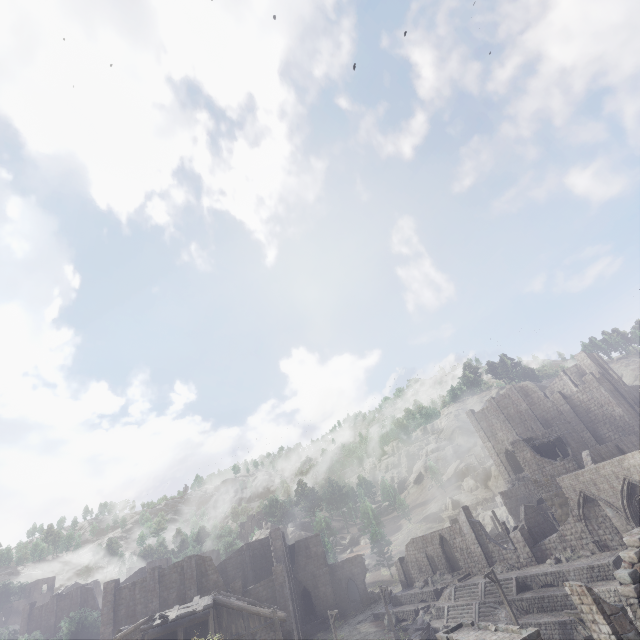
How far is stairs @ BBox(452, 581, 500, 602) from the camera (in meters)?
30.41

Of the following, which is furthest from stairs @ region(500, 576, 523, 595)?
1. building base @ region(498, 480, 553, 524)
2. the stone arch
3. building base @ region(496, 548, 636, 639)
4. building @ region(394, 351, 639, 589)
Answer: → building base @ region(498, 480, 553, 524)

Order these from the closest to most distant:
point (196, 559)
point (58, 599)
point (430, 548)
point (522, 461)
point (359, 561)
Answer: point (196, 559) < point (430, 548) < point (522, 461) < point (359, 561) < point (58, 599)

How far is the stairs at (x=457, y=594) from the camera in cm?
3041

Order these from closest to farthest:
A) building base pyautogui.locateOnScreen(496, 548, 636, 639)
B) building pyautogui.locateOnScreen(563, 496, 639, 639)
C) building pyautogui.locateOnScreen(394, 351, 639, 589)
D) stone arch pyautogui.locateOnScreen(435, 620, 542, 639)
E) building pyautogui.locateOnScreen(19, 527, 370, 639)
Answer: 1. building pyautogui.locateOnScreen(563, 496, 639, 639)
2. stone arch pyautogui.locateOnScreen(435, 620, 542, 639)
3. building base pyautogui.locateOnScreen(496, 548, 636, 639)
4. building pyautogui.locateOnScreen(19, 527, 370, 639)
5. building pyautogui.locateOnScreen(394, 351, 639, 589)

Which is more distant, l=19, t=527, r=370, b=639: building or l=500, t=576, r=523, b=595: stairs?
l=500, t=576, r=523, b=595: stairs

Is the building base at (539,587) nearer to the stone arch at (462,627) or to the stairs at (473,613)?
the stairs at (473,613)

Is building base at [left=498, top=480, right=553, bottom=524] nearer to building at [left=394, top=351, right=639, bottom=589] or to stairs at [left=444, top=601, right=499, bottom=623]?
building at [left=394, top=351, right=639, bottom=589]
